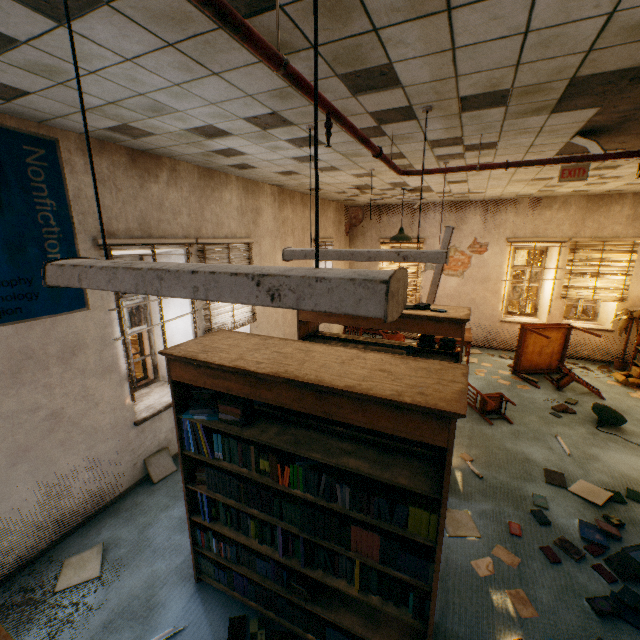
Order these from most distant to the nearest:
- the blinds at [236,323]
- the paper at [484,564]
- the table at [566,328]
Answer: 1. the table at [566,328]
2. the blinds at [236,323]
3. the paper at [484,564]

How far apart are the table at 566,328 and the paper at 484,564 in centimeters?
446cm

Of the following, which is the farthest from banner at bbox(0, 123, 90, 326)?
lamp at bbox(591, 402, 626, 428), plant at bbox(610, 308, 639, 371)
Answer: plant at bbox(610, 308, 639, 371)

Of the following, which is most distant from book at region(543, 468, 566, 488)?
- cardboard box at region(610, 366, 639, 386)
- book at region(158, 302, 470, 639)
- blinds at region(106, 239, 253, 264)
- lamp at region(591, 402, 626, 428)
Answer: blinds at region(106, 239, 253, 264)

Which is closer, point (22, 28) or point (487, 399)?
point (22, 28)

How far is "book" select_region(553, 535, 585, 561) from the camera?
3.1m

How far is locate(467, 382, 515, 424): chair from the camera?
5.4 meters

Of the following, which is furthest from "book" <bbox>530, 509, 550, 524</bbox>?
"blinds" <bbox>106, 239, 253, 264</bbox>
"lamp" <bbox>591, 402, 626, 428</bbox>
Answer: "blinds" <bbox>106, 239, 253, 264</bbox>
